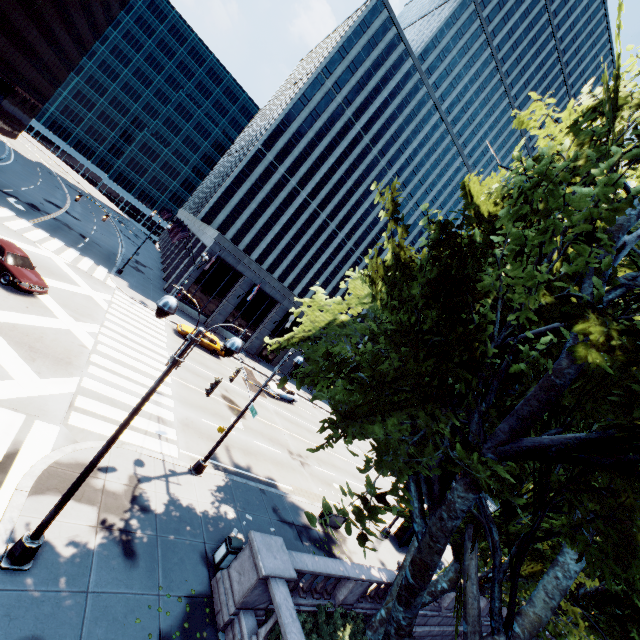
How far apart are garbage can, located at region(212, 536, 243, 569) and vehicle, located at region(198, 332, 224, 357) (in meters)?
21.18

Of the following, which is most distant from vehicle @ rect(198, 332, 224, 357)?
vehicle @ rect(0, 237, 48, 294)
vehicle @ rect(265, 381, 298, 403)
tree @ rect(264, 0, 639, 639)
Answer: tree @ rect(264, 0, 639, 639)

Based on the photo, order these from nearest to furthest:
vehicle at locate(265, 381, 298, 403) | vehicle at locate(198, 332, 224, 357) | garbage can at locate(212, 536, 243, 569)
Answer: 1. garbage can at locate(212, 536, 243, 569)
2. vehicle at locate(198, 332, 224, 357)
3. vehicle at locate(265, 381, 298, 403)

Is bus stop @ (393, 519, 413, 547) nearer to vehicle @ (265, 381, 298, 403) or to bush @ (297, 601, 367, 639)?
bush @ (297, 601, 367, 639)

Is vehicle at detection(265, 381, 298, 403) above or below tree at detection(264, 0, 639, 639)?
below

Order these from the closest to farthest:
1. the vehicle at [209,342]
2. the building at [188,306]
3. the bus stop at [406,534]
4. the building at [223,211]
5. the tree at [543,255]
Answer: the tree at [543,255] < the bus stop at [406,534] < the vehicle at [209,342] < the building at [188,306] < the building at [223,211]

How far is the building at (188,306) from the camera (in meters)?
Answer: 37.12

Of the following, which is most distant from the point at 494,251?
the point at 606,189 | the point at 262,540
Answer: the point at 262,540
